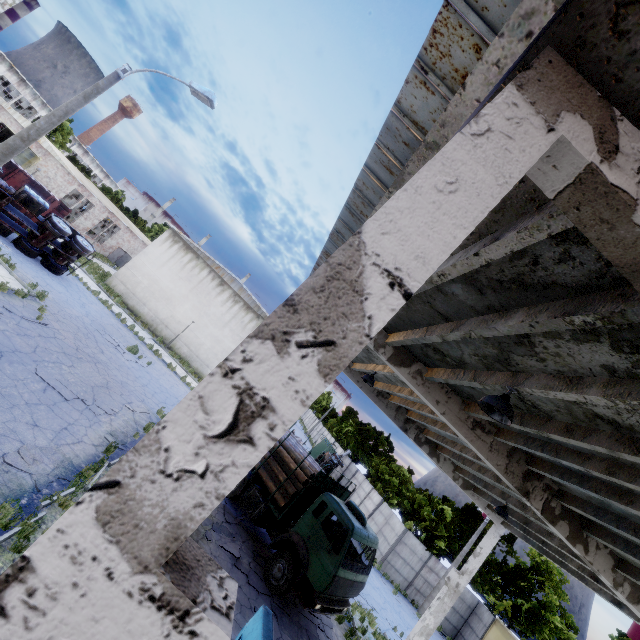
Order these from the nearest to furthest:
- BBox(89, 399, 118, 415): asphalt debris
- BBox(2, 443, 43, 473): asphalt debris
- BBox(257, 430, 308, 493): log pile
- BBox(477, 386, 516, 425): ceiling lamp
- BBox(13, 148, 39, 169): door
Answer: BBox(477, 386, 516, 425): ceiling lamp < BBox(2, 443, 43, 473): asphalt debris < BBox(89, 399, 118, 415): asphalt debris < BBox(257, 430, 308, 493): log pile < BBox(13, 148, 39, 169): door

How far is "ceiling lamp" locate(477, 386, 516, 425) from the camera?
4.7m

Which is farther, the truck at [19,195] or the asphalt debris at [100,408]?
the truck at [19,195]

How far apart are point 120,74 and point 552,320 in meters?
13.0

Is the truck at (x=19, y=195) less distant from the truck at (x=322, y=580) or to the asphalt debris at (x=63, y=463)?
the truck at (x=322, y=580)

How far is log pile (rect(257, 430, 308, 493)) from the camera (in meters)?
13.45

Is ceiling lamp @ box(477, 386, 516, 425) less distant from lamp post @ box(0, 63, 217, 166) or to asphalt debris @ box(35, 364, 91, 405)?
lamp post @ box(0, 63, 217, 166)

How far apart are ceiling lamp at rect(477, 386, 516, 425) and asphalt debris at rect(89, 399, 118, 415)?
12.44m
